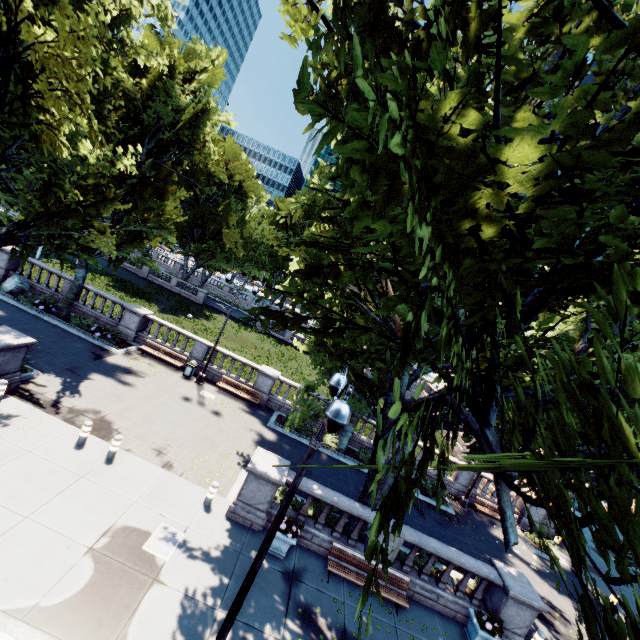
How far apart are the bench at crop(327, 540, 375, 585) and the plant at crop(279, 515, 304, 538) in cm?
147

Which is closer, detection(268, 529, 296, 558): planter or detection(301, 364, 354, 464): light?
detection(301, 364, 354, 464): light

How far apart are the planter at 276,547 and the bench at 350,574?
1.3 meters

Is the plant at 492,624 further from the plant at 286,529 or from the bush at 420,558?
the plant at 286,529

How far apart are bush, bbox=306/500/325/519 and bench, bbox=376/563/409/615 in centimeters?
143cm

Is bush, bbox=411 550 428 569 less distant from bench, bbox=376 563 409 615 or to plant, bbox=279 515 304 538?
bench, bbox=376 563 409 615

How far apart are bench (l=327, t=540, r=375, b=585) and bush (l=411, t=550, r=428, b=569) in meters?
1.2 m

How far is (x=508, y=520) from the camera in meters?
5.4
